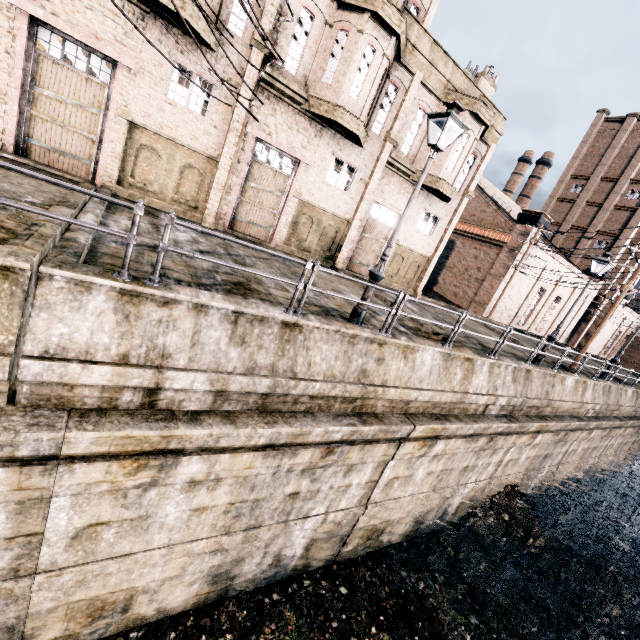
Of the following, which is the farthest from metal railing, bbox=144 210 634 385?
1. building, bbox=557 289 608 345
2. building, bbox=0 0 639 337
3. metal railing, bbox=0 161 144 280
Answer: building, bbox=557 289 608 345

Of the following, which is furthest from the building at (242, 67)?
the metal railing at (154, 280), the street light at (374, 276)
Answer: the metal railing at (154, 280)

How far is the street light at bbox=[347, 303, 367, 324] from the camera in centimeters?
888cm

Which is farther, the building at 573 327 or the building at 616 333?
the building at 616 333

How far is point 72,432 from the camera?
4.9 meters

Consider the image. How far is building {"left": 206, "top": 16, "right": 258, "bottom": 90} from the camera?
12.2 meters

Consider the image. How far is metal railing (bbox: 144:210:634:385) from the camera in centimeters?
539cm

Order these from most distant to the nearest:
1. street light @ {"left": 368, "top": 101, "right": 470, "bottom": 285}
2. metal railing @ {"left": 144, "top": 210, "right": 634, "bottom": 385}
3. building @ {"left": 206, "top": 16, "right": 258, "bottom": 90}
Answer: building @ {"left": 206, "top": 16, "right": 258, "bottom": 90}
street light @ {"left": 368, "top": 101, "right": 470, "bottom": 285}
metal railing @ {"left": 144, "top": 210, "right": 634, "bottom": 385}
